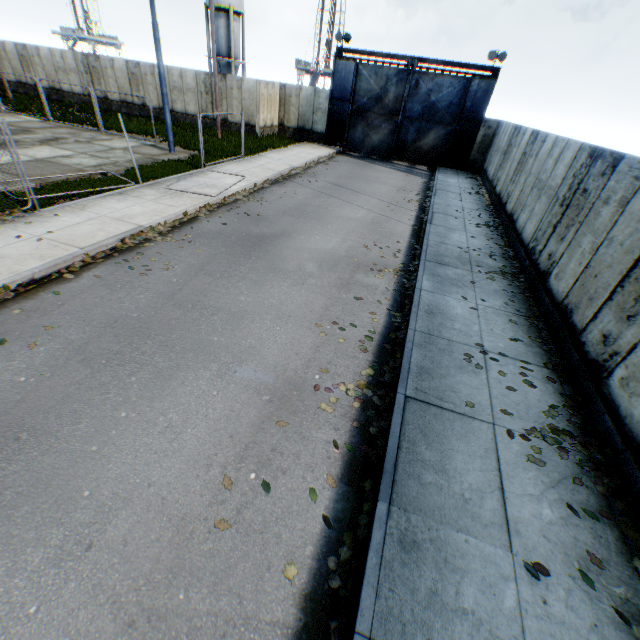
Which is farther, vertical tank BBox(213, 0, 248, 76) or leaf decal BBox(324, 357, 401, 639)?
vertical tank BBox(213, 0, 248, 76)

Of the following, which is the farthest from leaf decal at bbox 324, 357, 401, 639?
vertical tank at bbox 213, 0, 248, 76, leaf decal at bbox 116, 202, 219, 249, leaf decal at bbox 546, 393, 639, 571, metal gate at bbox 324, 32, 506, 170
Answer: vertical tank at bbox 213, 0, 248, 76

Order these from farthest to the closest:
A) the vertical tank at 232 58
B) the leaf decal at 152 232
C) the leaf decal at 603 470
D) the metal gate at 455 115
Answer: the vertical tank at 232 58 < the metal gate at 455 115 < the leaf decal at 152 232 < the leaf decal at 603 470

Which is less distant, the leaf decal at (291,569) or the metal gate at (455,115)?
the leaf decal at (291,569)

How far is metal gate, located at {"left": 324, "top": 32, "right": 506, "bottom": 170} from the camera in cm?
2148

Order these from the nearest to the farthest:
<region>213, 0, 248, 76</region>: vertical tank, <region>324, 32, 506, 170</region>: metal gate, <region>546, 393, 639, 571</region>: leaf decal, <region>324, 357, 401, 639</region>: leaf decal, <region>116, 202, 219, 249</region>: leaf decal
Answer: <region>324, 357, 401, 639</region>: leaf decal
<region>546, 393, 639, 571</region>: leaf decal
<region>116, 202, 219, 249</region>: leaf decal
<region>324, 32, 506, 170</region>: metal gate
<region>213, 0, 248, 76</region>: vertical tank

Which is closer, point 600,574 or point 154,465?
point 600,574

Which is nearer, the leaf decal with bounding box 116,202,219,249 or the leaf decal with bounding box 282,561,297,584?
the leaf decal with bounding box 282,561,297,584
